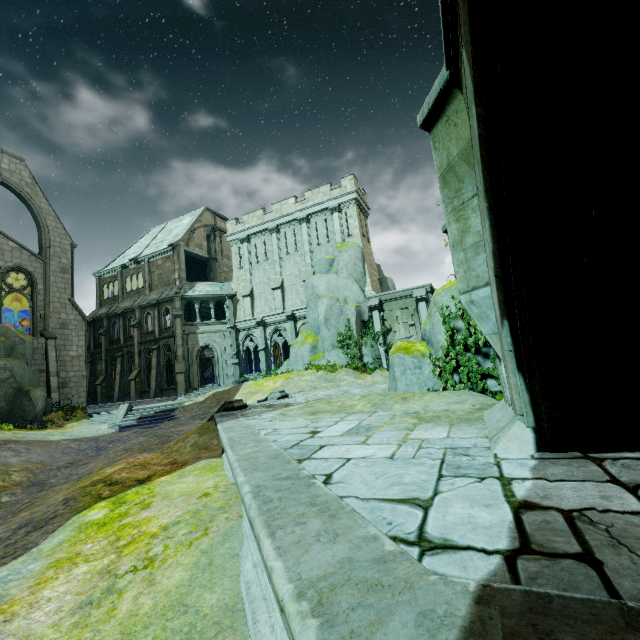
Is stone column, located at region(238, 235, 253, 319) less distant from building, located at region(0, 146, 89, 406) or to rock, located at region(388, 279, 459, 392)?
building, located at region(0, 146, 89, 406)

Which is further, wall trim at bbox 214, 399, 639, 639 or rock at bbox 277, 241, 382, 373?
rock at bbox 277, 241, 382, 373

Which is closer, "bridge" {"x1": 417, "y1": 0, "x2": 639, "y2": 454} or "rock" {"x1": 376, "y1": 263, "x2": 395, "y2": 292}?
"bridge" {"x1": 417, "y1": 0, "x2": 639, "y2": 454}

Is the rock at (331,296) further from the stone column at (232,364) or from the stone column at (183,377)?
the stone column at (183,377)

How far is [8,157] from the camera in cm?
2423

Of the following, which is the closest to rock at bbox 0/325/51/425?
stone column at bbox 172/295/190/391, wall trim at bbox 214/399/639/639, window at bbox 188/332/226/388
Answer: stone column at bbox 172/295/190/391

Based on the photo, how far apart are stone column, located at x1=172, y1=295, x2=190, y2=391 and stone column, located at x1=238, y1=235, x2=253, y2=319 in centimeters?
520cm

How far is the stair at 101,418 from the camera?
19.9 meters
